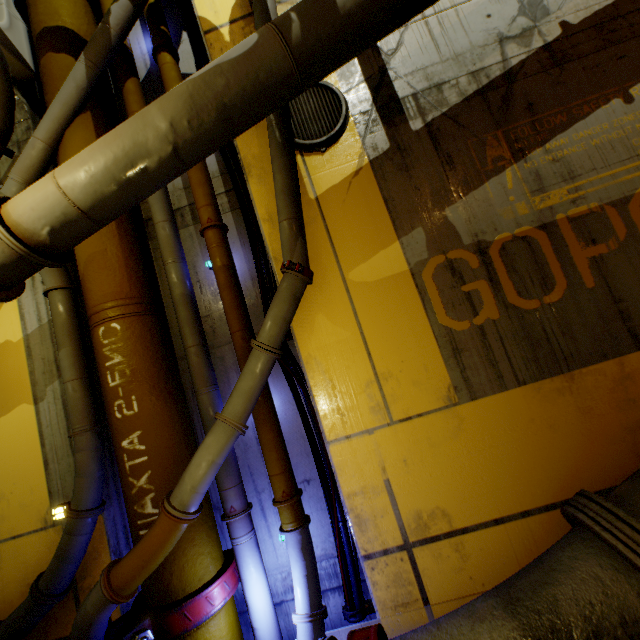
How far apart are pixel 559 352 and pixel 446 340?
1.0 meters

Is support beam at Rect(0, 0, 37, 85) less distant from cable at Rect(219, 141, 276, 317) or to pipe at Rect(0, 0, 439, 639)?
pipe at Rect(0, 0, 439, 639)

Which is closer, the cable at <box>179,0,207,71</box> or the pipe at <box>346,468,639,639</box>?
the pipe at <box>346,468,639,639</box>

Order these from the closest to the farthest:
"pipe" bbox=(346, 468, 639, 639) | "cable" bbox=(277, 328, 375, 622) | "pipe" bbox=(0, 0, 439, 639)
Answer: "pipe" bbox=(346, 468, 639, 639) < "pipe" bbox=(0, 0, 439, 639) < "cable" bbox=(277, 328, 375, 622)

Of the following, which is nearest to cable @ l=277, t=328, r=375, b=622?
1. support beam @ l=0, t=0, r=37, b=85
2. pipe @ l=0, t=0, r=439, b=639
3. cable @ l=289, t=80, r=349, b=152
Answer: pipe @ l=0, t=0, r=439, b=639

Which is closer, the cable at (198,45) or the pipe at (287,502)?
the pipe at (287,502)

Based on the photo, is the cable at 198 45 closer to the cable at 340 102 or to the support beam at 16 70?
the cable at 340 102

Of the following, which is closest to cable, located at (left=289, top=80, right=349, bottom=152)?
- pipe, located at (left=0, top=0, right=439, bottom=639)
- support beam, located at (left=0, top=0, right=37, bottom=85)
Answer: pipe, located at (left=0, top=0, right=439, bottom=639)
